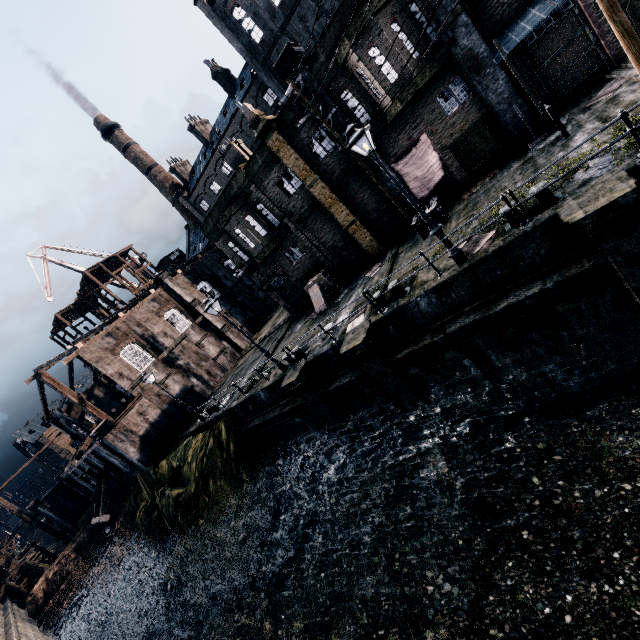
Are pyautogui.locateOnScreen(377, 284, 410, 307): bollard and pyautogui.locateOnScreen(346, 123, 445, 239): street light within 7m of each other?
yes

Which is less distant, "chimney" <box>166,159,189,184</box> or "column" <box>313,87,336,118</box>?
"column" <box>313,87,336,118</box>

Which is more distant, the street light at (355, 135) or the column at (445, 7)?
the column at (445, 7)

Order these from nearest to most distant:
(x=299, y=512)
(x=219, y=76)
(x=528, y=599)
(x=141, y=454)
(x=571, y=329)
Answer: (x=528, y=599) < (x=571, y=329) < (x=299, y=512) < (x=141, y=454) < (x=219, y=76)

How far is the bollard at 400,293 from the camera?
13.48m

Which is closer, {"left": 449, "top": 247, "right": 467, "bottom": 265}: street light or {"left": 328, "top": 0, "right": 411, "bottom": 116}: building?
{"left": 449, "top": 247, "right": 467, "bottom": 265}: street light

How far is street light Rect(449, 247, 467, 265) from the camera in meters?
11.1 m

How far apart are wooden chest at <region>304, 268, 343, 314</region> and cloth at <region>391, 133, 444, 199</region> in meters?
7.5 m
